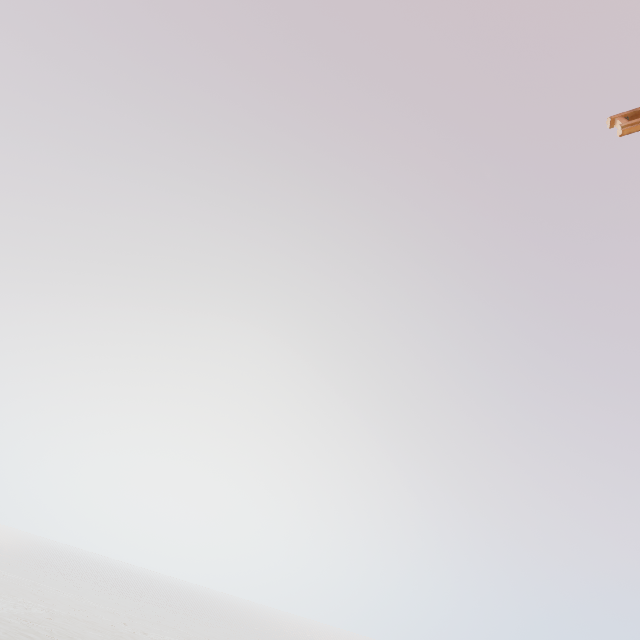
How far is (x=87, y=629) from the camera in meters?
54.5 m
